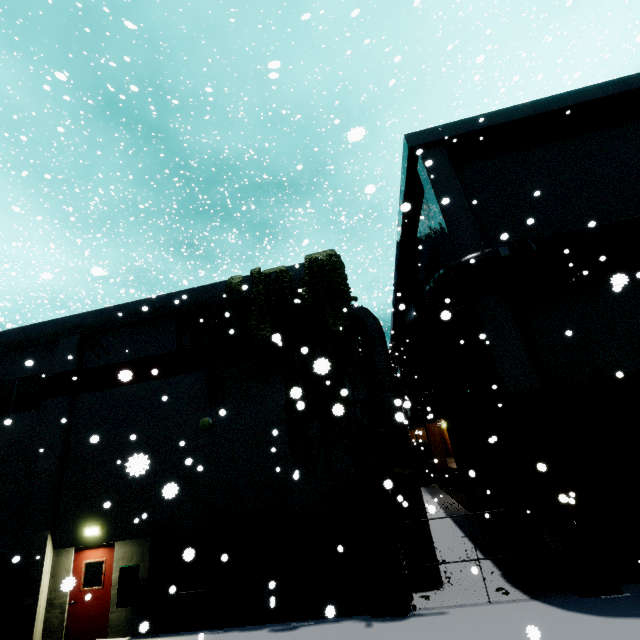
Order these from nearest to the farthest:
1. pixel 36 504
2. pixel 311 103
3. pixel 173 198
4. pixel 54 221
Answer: pixel 36 504, pixel 173 198, pixel 311 103, pixel 54 221

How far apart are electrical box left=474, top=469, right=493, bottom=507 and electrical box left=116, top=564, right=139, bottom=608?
14.1m

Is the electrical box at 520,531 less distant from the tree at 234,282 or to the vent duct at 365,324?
the vent duct at 365,324

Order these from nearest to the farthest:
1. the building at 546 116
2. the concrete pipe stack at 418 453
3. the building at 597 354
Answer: the building at 597 354 → the building at 546 116 → the concrete pipe stack at 418 453

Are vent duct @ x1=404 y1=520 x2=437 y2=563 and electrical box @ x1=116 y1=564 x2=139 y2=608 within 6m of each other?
no

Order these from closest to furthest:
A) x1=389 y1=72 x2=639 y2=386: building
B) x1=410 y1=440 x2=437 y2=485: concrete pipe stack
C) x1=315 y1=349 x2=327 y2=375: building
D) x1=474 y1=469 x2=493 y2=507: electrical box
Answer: x1=315 y1=349 x2=327 y2=375: building
x1=389 y1=72 x2=639 y2=386: building
x1=474 y1=469 x2=493 y2=507: electrical box
x1=410 y1=440 x2=437 y2=485: concrete pipe stack

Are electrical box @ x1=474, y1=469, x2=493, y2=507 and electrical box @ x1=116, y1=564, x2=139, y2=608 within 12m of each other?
no

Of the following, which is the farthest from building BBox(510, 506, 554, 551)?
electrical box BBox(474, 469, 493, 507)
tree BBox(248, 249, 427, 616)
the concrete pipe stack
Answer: the concrete pipe stack
